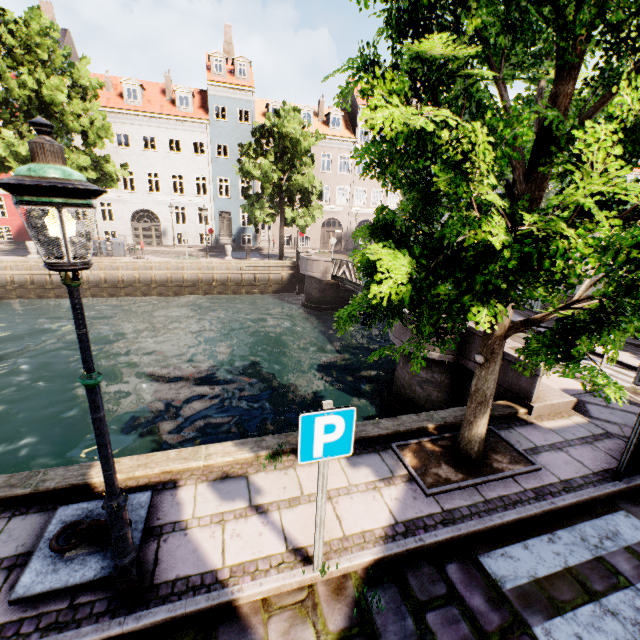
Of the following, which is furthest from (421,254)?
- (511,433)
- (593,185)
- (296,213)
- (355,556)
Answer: (296,213)

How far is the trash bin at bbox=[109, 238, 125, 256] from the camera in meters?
22.7

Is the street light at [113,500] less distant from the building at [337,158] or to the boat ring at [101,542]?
the boat ring at [101,542]

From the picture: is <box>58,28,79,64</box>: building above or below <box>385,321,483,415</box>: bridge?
above

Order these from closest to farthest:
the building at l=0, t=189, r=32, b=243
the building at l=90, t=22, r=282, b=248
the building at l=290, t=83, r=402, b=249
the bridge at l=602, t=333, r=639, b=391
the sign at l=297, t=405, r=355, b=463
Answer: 1. the sign at l=297, t=405, r=355, b=463
2. the bridge at l=602, t=333, r=639, b=391
3. the building at l=0, t=189, r=32, b=243
4. the building at l=90, t=22, r=282, b=248
5. the building at l=290, t=83, r=402, b=249

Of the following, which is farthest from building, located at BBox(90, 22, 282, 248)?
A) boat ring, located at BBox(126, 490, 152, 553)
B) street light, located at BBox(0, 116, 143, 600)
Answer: boat ring, located at BBox(126, 490, 152, 553)

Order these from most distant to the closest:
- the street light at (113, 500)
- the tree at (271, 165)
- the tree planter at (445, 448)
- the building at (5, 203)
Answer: the building at (5, 203) → the tree at (271, 165) → the tree planter at (445, 448) → the street light at (113, 500)

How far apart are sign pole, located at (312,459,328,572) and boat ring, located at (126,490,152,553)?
1.75m
